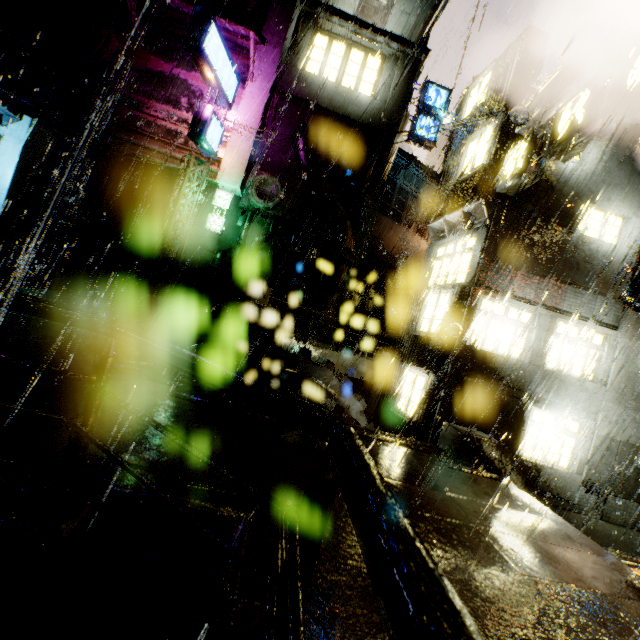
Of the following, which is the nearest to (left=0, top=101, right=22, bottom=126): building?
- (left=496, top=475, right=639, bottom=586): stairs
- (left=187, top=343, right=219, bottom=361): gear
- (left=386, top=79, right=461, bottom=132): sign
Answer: (left=187, top=343, right=219, bottom=361): gear

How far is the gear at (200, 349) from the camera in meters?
8.8

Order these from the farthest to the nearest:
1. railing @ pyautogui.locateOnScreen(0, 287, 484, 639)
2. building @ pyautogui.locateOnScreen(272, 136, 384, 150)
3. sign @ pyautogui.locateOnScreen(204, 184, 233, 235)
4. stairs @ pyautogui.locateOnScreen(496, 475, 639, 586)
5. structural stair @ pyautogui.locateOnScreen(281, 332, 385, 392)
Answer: building @ pyautogui.locateOnScreen(272, 136, 384, 150) → sign @ pyautogui.locateOnScreen(204, 184, 233, 235) → structural stair @ pyautogui.locateOnScreen(281, 332, 385, 392) → stairs @ pyautogui.locateOnScreen(496, 475, 639, 586) → railing @ pyautogui.locateOnScreen(0, 287, 484, 639)

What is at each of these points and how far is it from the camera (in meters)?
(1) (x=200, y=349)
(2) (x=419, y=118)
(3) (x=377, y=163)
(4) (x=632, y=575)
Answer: (1) gear, 8.88
(2) sign, 21.09
(3) sign, 17.16
(4) stairs, 4.61

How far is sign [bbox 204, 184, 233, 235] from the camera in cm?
1722

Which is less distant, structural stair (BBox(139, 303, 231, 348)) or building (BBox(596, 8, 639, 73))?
structural stair (BBox(139, 303, 231, 348))

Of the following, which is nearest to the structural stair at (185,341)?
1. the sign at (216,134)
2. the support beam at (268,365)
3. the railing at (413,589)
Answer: the support beam at (268,365)
